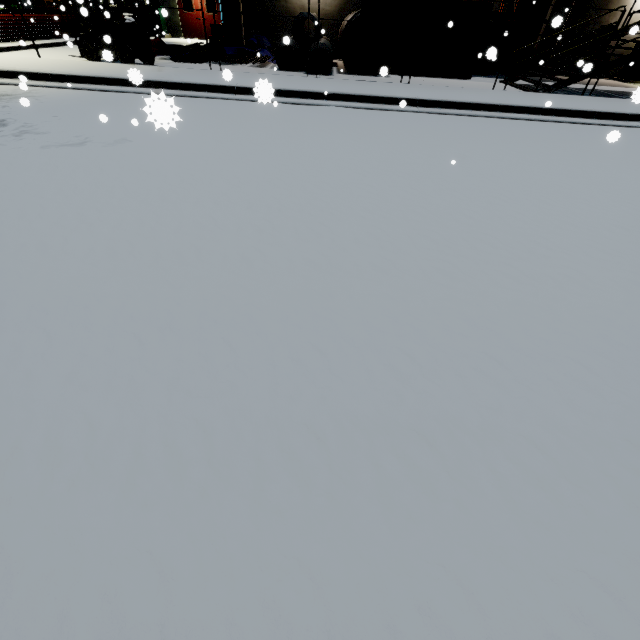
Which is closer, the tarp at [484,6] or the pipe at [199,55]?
the tarp at [484,6]

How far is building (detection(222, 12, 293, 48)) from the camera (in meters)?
16.03

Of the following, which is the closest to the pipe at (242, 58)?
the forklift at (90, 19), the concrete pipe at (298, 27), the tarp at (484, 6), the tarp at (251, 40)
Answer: the tarp at (251, 40)

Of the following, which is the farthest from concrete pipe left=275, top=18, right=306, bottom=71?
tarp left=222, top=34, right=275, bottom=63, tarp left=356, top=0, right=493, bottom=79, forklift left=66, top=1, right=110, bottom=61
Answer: forklift left=66, top=1, right=110, bottom=61

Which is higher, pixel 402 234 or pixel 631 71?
pixel 631 71

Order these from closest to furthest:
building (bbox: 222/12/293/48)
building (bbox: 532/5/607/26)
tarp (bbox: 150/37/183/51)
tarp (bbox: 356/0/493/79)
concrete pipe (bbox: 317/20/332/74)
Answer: tarp (bbox: 356/0/493/79) → concrete pipe (bbox: 317/20/332/74) → tarp (bbox: 150/37/183/51) → building (bbox: 532/5/607/26) → building (bbox: 222/12/293/48)

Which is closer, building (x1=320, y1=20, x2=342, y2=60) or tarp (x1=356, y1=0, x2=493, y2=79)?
tarp (x1=356, y1=0, x2=493, y2=79)
